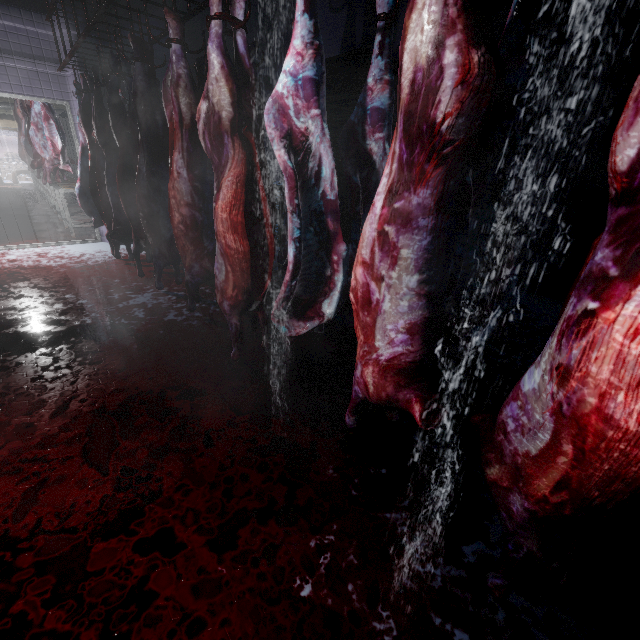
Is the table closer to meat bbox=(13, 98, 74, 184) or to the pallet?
meat bbox=(13, 98, 74, 184)

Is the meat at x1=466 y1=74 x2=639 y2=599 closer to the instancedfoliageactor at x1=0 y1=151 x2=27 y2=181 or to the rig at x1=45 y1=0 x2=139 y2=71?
the rig at x1=45 y1=0 x2=139 y2=71

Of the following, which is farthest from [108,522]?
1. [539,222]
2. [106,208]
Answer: [539,222]

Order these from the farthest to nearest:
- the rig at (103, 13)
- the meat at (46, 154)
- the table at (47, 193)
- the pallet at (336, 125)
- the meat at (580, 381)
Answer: the table at (47, 193) → the meat at (46, 154) → the pallet at (336, 125) → the rig at (103, 13) → the meat at (580, 381)

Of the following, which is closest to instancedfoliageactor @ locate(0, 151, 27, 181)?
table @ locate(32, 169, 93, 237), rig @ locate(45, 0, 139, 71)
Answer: table @ locate(32, 169, 93, 237)

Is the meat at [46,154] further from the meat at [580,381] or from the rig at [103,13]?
the meat at [580,381]

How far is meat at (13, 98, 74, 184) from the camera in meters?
4.8 m

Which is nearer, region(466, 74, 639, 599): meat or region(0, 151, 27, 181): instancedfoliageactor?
region(466, 74, 639, 599): meat
